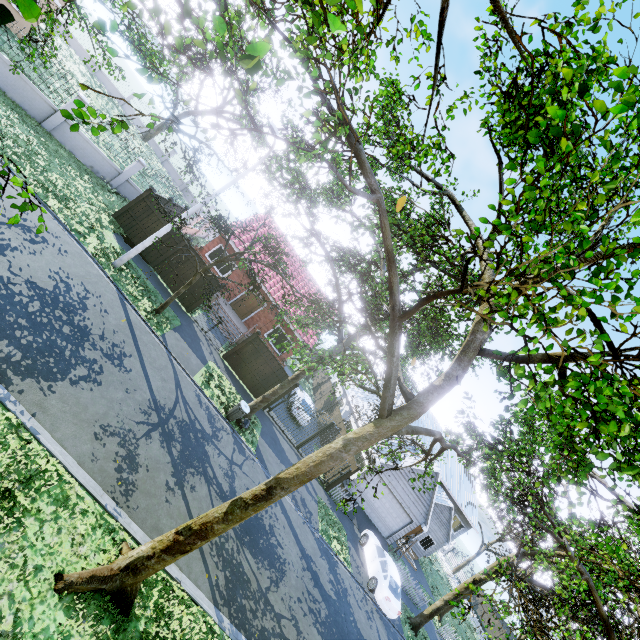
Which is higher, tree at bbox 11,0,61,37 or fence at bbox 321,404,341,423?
tree at bbox 11,0,61,37

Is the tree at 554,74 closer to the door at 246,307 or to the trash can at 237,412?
the trash can at 237,412

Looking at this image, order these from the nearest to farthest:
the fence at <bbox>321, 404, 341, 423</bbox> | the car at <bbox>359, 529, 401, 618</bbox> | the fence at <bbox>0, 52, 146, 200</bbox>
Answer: the fence at <bbox>0, 52, 146, 200</bbox> → the car at <bbox>359, 529, 401, 618</bbox> → the fence at <bbox>321, 404, 341, 423</bbox>

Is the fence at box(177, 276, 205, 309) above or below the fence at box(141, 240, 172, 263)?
above

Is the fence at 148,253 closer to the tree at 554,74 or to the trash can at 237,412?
the tree at 554,74

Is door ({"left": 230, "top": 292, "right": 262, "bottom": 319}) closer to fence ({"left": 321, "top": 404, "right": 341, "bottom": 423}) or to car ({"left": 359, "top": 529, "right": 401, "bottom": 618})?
fence ({"left": 321, "top": 404, "right": 341, "bottom": 423})

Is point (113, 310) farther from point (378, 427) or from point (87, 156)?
point (87, 156)

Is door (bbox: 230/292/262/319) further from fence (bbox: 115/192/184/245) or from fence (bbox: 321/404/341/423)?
fence (bbox: 321/404/341/423)
